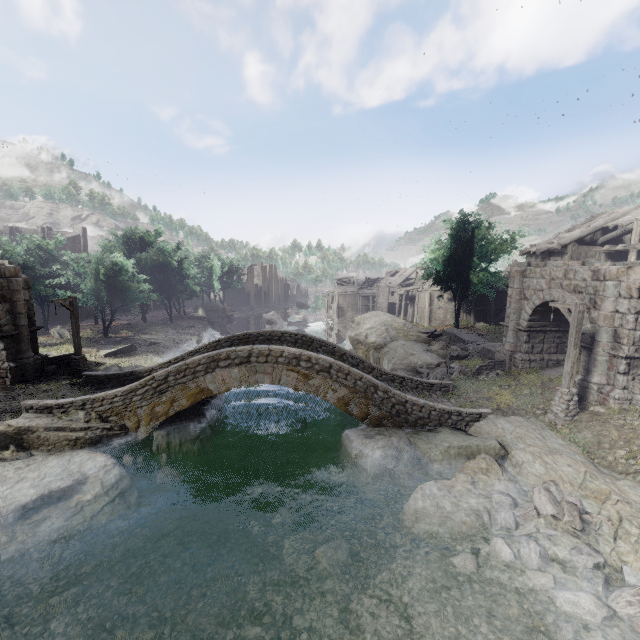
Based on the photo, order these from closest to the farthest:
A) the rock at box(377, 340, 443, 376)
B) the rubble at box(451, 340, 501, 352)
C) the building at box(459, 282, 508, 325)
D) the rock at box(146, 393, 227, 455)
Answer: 1. the rock at box(146, 393, 227, 455)
2. the rock at box(377, 340, 443, 376)
3. the rubble at box(451, 340, 501, 352)
4. the building at box(459, 282, 508, 325)

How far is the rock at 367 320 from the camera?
34.9 meters

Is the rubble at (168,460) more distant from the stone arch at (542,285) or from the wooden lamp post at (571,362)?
the wooden lamp post at (571,362)

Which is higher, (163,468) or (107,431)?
(107,431)

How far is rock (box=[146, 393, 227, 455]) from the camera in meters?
14.1

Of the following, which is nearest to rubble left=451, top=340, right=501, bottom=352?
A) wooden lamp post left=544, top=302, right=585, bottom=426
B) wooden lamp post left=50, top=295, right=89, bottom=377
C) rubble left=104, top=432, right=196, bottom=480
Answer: wooden lamp post left=544, top=302, right=585, bottom=426

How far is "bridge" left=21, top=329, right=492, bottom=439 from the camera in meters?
13.5

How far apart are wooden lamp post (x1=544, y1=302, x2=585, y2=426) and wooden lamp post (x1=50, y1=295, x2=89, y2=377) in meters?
24.3
